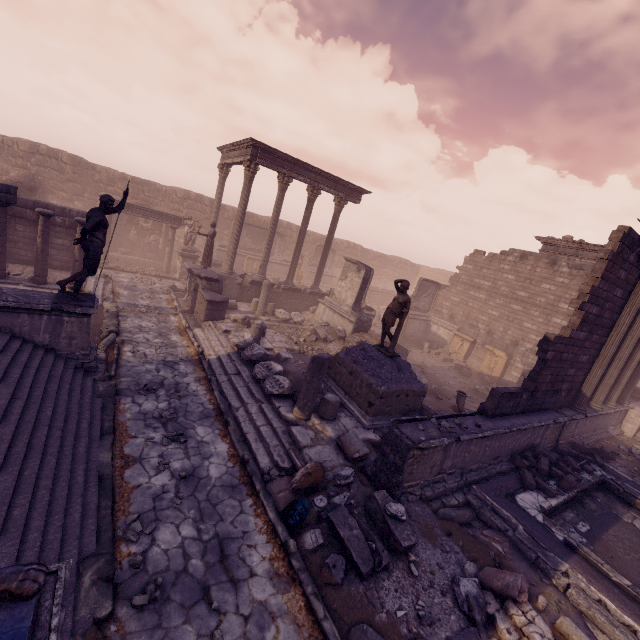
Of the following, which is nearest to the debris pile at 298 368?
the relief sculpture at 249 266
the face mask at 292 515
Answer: the face mask at 292 515

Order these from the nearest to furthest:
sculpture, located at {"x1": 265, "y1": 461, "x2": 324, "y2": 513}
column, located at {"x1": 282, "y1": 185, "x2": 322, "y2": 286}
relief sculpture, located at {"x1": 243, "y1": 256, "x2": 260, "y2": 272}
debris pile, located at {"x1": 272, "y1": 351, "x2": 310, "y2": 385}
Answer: sculpture, located at {"x1": 265, "y1": 461, "x2": 324, "y2": 513}, debris pile, located at {"x1": 272, "y1": 351, "x2": 310, "y2": 385}, column, located at {"x1": 282, "y1": 185, "x2": 322, "y2": 286}, relief sculpture, located at {"x1": 243, "y1": 256, "x2": 260, "y2": 272}

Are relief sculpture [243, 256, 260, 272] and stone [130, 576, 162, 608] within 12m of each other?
no

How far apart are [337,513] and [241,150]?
16.8 meters

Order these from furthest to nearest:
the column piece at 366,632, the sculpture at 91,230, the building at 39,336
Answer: the sculpture at 91,230 → the column piece at 366,632 → the building at 39,336

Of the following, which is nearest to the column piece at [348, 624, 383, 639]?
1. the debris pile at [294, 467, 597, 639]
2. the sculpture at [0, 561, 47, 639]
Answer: the debris pile at [294, 467, 597, 639]

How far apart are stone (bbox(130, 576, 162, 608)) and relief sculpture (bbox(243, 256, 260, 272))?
22.52m

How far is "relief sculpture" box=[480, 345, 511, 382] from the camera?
17.6m
